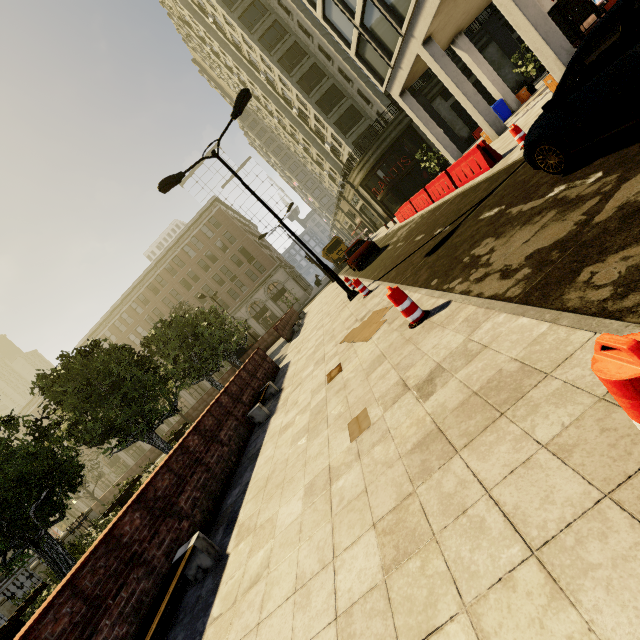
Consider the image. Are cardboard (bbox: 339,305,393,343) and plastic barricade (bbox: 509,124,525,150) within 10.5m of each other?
yes

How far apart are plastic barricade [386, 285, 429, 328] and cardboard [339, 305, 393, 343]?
Answer: 1.17m

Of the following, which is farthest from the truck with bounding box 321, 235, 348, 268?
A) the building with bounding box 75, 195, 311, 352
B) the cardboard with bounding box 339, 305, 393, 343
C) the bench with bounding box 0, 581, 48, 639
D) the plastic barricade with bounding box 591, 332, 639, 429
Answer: the plastic barricade with bounding box 591, 332, 639, 429

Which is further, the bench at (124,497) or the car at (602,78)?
the bench at (124,497)

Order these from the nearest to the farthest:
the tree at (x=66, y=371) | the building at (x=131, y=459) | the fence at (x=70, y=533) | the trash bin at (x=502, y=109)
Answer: the tree at (x=66, y=371), the fence at (x=70, y=533), the trash bin at (x=502, y=109), the building at (x=131, y=459)

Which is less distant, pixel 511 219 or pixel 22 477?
pixel 511 219

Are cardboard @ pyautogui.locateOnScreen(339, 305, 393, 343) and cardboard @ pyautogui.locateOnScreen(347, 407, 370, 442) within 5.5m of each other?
yes

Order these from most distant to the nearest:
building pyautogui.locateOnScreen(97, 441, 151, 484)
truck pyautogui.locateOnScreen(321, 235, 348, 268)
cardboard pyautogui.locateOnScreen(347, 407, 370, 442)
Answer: building pyautogui.locateOnScreen(97, 441, 151, 484) < truck pyautogui.locateOnScreen(321, 235, 348, 268) < cardboard pyautogui.locateOnScreen(347, 407, 370, 442)
